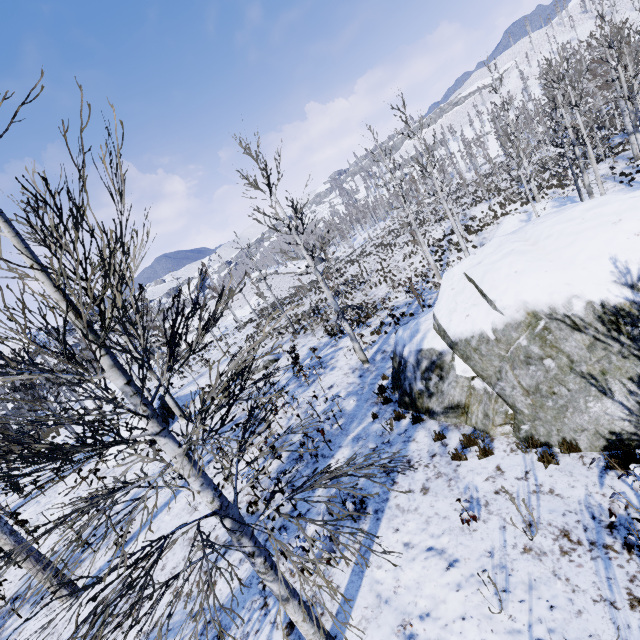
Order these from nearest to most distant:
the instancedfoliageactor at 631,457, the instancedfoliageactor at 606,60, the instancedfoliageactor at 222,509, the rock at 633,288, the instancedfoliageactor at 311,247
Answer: the instancedfoliageactor at 222,509, the instancedfoliageactor at 631,457, the rock at 633,288, the instancedfoliageactor at 311,247, the instancedfoliageactor at 606,60

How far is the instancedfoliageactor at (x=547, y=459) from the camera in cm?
532

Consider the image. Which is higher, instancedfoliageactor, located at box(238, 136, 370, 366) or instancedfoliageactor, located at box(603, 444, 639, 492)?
instancedfoliageactor, located at box(238, 136, 370, 366)

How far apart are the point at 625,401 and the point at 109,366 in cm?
708

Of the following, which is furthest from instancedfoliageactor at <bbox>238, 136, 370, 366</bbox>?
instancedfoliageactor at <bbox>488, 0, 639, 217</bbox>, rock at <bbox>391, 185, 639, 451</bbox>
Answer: instancedfoliageactor at <bbox>488, 0, 639, 217</bbox>

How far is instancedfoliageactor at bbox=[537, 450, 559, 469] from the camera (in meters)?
5.32

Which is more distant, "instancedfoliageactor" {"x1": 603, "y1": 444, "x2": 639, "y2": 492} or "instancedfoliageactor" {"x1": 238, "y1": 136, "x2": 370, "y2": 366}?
"instancedfoliageactor" {"x1": 238, "y1": 136, "x2": 370, "y2": 366}

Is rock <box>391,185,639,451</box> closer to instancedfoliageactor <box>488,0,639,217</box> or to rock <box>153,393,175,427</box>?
rock <box>153,393,175,427</box>
